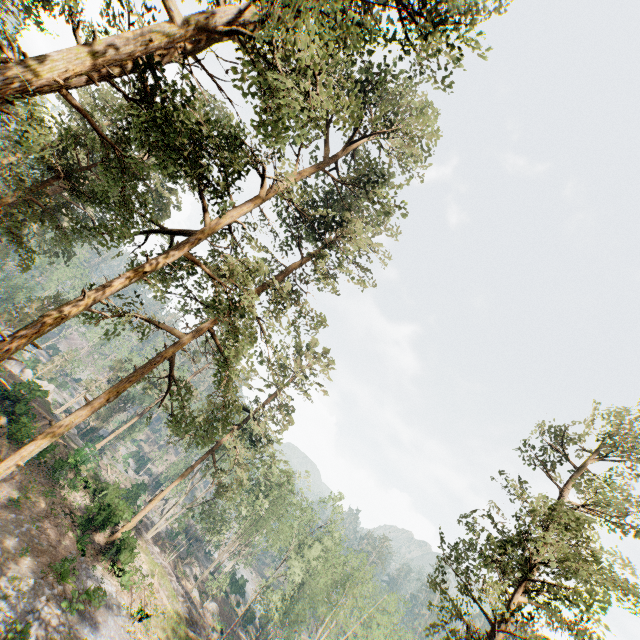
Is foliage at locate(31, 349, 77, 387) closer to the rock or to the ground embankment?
the rock

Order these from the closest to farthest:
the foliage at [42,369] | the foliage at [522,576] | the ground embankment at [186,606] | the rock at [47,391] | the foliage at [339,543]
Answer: the foliage at [339,543] → the foliage at [522,576] → the ground embankment at [186,606] → the rock at [47,391] → the foliage at [42,369]

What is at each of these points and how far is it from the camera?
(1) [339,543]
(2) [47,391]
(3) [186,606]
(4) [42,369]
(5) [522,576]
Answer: (1) foliage, 52.44m
(2) rock, 29.36m
(3) ground embankment, 28.28m
(4) foliage, 52.97m
(5) foliage, 15.60m

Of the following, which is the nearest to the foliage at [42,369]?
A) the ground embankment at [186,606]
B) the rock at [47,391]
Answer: the rock at [47,391]

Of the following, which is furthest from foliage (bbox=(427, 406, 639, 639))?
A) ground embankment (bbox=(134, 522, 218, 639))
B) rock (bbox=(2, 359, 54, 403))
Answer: ground embankment (bbox=(134, 522, 218, 639))

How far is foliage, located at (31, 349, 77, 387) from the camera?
52.66m
